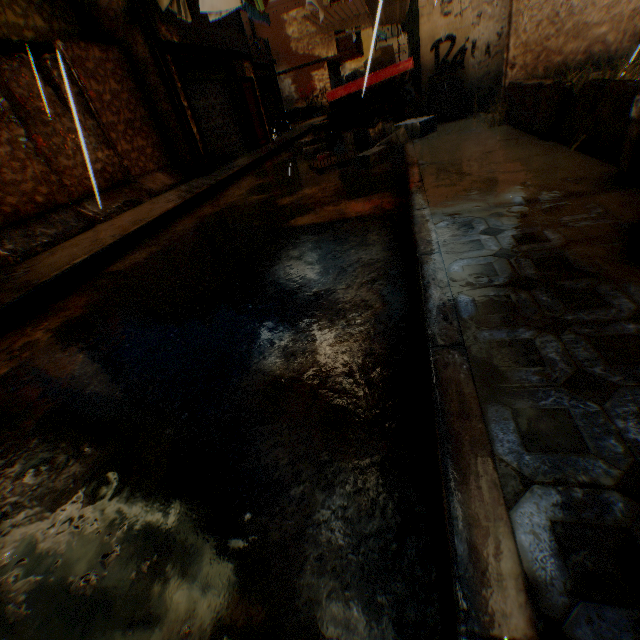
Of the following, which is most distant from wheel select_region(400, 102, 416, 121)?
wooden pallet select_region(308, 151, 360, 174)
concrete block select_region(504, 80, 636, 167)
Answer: concrete block select_region(504, 80, 636, 167)

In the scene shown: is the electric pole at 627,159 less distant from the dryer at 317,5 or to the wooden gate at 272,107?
the dryer at 317,5

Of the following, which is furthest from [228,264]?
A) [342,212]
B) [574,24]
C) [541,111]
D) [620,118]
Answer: [574,24]

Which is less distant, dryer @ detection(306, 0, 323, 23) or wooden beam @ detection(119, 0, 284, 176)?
wooden beam @ detection(119, 0, 284, 176)

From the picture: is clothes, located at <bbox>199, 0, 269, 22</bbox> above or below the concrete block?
above

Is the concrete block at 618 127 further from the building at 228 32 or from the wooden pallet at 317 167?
the wooden pallet at 317 167

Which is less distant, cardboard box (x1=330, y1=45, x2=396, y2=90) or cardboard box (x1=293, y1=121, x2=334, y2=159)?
cardboard box (x1=330, y1=45, x2=396, y2=90)

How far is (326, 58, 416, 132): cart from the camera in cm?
734
